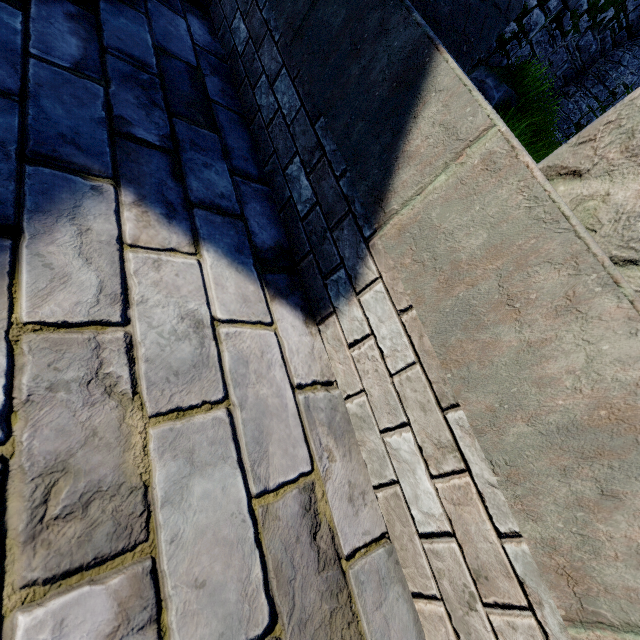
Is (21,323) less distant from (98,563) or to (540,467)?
(98,563)
